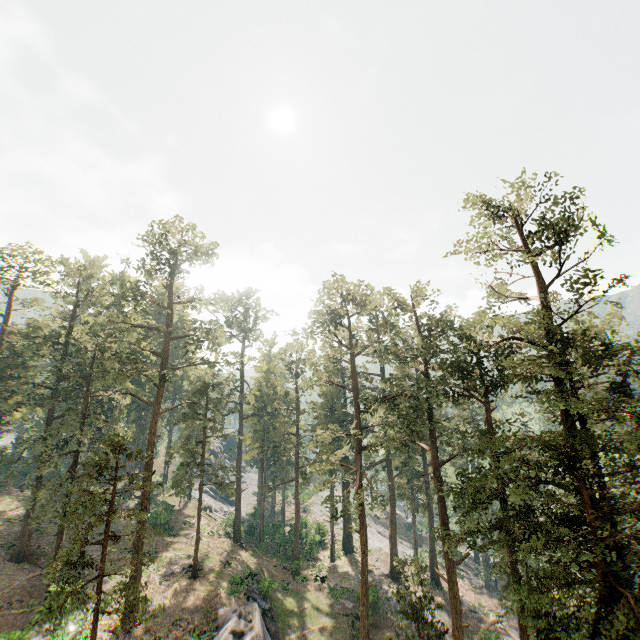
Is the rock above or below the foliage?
below

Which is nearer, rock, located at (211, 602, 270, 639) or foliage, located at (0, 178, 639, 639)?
foliage, located at (0, 178, 639, 639)

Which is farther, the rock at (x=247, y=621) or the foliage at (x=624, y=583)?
the rock at (x=247, y=621)

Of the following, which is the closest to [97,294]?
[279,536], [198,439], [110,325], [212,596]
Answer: [110,325]

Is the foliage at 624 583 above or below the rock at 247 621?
above
